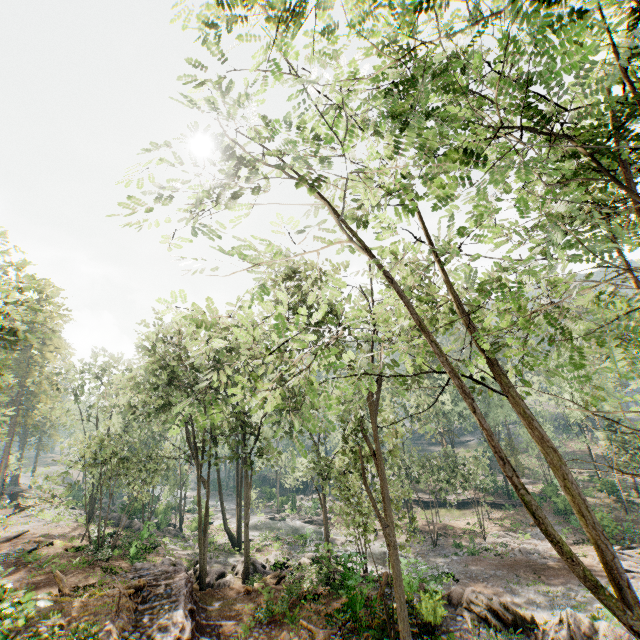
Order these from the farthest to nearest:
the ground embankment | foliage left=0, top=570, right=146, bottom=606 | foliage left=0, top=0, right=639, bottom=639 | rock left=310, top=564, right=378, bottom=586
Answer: rock left=310, top=564, right=378, bottom=586 → the ground embankment → foliage left=0, top=570, right=146, bottom=606 → foliage left=0, top=0, right=639, bottom=639

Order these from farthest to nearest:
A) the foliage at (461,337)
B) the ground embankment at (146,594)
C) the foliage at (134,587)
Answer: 1. the ground embankment at (146,594)
2. the foliage at (134,587)
3. the foliage at (461,337)

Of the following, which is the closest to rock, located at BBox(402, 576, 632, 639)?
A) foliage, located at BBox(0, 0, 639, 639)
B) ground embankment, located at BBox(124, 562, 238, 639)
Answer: foliage, located at BBox(0, 0, 639, 639)

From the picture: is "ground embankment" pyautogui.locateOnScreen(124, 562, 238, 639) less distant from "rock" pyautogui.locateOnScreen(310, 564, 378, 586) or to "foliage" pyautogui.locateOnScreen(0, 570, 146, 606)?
"foliage" pyautogui.locateOnScreen(0, 570, 146, 606)

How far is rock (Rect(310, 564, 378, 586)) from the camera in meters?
16.1 m

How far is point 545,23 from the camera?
3.4m

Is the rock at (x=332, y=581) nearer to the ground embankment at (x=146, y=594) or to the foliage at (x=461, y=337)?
the foliage at (x=461, y=337)
